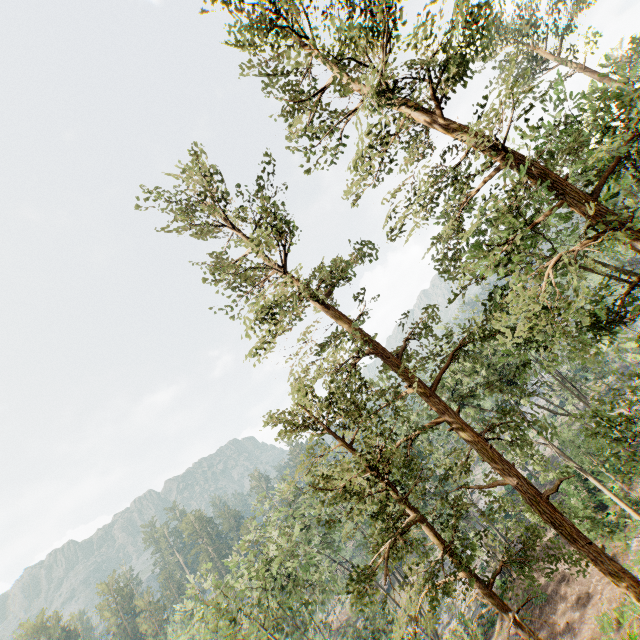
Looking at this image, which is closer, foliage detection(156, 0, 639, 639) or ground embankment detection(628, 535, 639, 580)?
foliage detection(156, 0, 639, 639)

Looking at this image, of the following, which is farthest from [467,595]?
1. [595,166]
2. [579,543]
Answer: [595,166]

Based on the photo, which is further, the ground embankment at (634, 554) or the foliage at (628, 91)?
the ground embankment at (634, 554)

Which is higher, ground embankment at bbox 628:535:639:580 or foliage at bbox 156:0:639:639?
foliage at bbox 156:0:639:639

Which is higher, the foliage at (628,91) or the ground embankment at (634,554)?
the foliage at (628,91)
